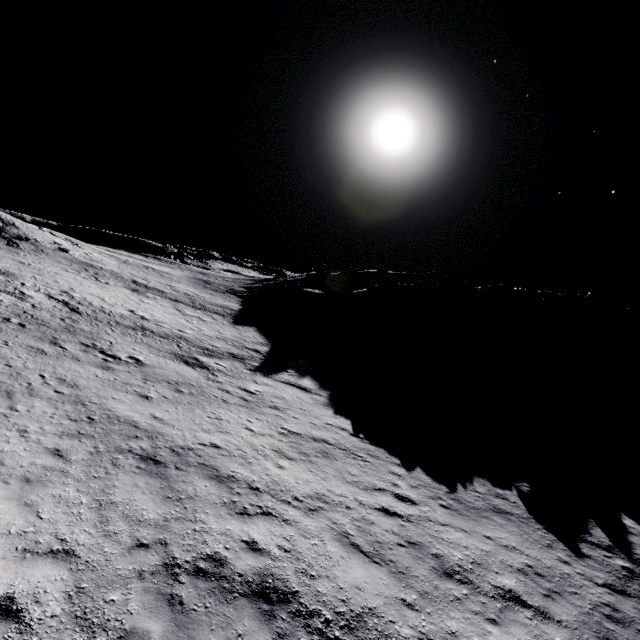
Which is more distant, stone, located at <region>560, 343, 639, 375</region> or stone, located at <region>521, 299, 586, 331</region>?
stone, located at <region>521, 299, 586, 331</region>

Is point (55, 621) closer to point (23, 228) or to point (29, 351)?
point (29, 351)

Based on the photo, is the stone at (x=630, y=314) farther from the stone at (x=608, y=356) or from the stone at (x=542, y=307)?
the stone at (x=608, y=356)

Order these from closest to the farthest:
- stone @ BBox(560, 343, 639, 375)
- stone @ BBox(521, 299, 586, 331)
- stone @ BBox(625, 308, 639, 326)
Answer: stone @ BBox(560, 343, 639, 375), stone @ BBox(521, 299, 586, 331), stone @ BBox(625, 308, 639, 326)

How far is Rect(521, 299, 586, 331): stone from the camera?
50.06m

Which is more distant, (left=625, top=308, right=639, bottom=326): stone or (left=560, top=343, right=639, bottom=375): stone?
(left=625, top=308, right=639, bottom=326): stone

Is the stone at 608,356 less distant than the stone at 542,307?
Yes

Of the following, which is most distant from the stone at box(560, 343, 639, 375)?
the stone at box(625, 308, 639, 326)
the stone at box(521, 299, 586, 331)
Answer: the stone at box(625, 308, 639, 326)
